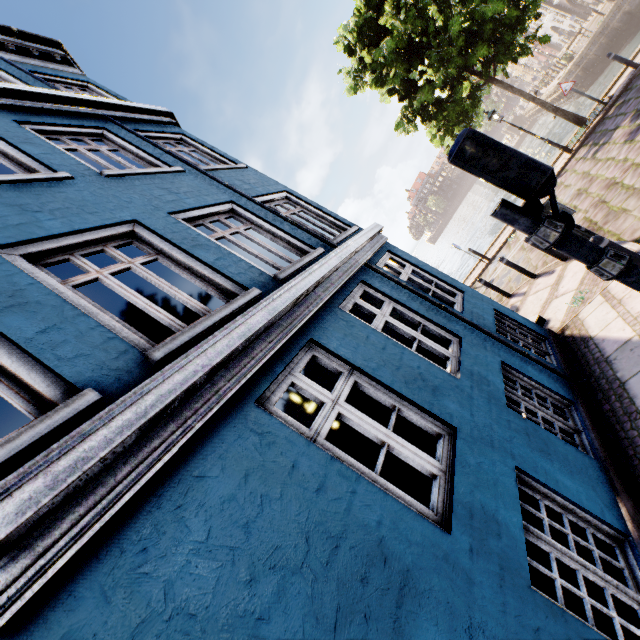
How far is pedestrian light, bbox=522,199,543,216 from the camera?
2.6 meters

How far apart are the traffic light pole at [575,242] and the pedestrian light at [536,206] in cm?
3

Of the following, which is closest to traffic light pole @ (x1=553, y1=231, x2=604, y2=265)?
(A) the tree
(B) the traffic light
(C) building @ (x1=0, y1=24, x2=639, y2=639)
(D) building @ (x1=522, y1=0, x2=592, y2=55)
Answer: (B) the traffic light

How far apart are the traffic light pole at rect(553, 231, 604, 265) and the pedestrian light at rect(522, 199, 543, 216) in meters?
0.0 m

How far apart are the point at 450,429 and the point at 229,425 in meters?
2.3

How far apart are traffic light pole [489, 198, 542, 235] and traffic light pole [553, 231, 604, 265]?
0.22m

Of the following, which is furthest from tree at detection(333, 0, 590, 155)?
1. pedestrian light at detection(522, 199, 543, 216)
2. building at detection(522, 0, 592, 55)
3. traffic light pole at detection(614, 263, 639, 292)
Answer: traffic light pole at detection(614, 263, 639, 292)

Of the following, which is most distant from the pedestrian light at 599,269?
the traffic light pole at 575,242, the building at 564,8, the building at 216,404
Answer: the building at 564,8
